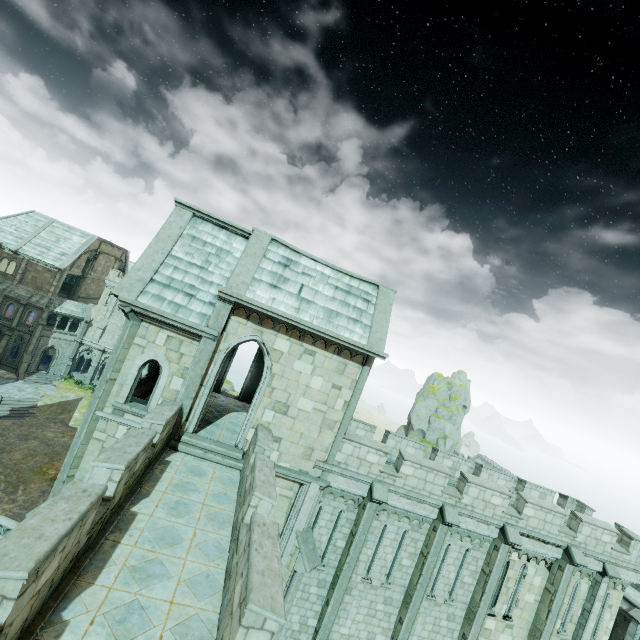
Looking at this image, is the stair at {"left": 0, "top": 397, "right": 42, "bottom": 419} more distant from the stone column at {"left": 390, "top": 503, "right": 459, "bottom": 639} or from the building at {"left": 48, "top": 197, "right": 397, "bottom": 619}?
the stone column at {"left": 390, "top": 503, "right": 459, "bottom": 639}

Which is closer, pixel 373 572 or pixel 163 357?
pixel 163 357

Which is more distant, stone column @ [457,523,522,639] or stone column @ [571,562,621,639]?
stone column @ [571,562,621,639]

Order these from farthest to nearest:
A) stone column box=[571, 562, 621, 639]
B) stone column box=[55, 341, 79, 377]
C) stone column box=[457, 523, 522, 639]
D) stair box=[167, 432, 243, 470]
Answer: stone column box=[55, 341, 79, 377] < stone column box=[571, 562, 621, 639] < stone column box=[457, 523, 522, 639] < stair box=[167, 432, 243, 470]

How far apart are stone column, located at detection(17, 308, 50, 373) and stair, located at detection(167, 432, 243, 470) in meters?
42.4 m

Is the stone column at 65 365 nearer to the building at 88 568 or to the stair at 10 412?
the stair at 10 412

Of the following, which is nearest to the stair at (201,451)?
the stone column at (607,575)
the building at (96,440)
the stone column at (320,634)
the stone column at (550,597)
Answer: the building at (96,440)

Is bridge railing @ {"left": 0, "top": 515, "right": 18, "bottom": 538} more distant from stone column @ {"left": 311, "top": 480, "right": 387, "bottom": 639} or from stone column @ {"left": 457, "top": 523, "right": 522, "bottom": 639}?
stone column @ {"left": 457, "top": 523, "right": 522, "bottom": 639}
